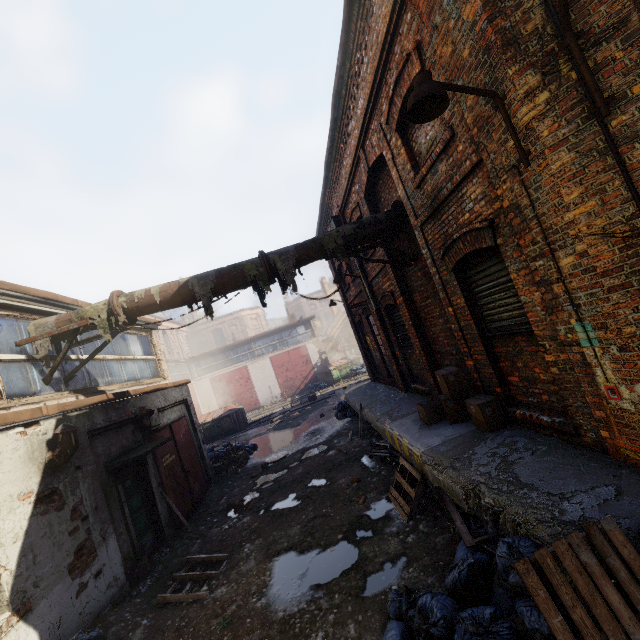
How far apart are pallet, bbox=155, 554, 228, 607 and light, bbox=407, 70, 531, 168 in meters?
7.5 m

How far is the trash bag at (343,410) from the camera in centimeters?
1437cm

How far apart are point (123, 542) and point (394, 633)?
5.64m

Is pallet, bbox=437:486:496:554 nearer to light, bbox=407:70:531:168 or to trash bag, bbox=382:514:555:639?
trash bag, bbox=382:514:555:639

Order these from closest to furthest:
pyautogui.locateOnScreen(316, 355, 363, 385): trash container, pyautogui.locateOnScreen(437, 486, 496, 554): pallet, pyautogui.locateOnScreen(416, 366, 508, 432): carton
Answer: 1. pyautogui.locateOnScreen(437, 486, 496, 554): pallet
2. pyautogui.locateOnScreen(416, 366, 508, 432): carton
3. pyautogui.locateOnScreen(316, 355, 363, 385): trash container

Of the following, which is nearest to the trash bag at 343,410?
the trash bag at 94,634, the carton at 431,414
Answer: the carton at 431,414

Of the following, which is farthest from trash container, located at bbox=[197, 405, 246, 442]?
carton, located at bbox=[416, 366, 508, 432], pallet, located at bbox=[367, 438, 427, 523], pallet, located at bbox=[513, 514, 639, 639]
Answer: pallet, located at bbox=[513, 514, 639, 639]

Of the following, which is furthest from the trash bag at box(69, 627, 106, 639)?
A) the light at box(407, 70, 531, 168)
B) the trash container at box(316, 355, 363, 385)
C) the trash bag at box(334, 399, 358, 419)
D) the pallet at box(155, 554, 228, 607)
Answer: the trash container at box(316, 355, 363, 385)
